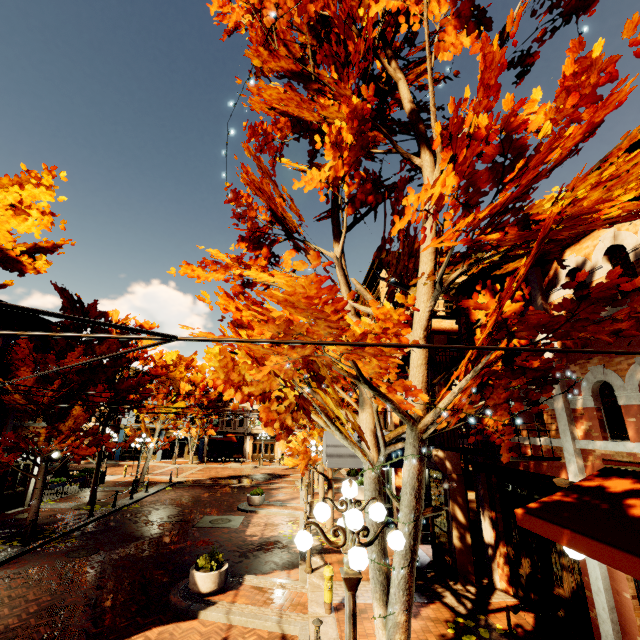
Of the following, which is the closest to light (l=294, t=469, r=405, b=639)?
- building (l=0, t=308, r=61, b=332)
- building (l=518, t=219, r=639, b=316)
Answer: building (l=518, t=219, r=639, b=316)

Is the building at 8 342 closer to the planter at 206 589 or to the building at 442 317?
the planter at 206 589

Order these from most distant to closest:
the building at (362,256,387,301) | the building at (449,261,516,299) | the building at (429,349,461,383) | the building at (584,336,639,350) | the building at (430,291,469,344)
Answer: the building at (362,256,387,301)
the building at (430,291,469,344)
the building at (429,349,461,383)
the building at (449,261,516,299)
the building at (584,336,639,350)

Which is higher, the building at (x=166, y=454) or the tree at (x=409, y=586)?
the tree at (x=409, y=586)

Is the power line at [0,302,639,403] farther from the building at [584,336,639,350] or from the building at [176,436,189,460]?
the building at [176,436,189,460]

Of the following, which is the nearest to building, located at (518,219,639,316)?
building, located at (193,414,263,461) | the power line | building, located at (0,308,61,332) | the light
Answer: the power line

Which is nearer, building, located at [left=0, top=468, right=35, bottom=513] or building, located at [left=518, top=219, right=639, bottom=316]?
building, located at [left=518, top=219, right=639, bottom=316]

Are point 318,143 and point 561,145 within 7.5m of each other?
yes
